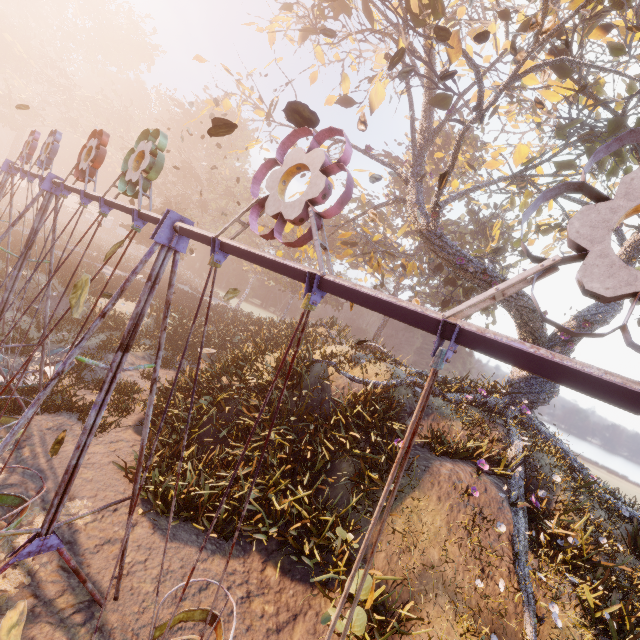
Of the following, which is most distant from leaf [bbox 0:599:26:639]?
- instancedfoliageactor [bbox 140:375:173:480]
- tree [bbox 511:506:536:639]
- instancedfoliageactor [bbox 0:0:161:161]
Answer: instancedfoliageactor [bbox 0:0:161:161]

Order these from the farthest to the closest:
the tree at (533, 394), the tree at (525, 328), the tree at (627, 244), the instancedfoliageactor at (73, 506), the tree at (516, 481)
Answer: the tree at (627, 244), the tree at (525, 328), the tree at (533, 394), the tree at (516, 481), the instancedfoliageactor at (73, 506)

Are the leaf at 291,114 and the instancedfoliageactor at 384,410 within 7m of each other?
no

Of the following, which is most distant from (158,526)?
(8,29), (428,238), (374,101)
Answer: (8,29)

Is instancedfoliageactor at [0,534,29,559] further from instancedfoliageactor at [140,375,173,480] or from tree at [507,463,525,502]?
tree at [507,463,525,502]

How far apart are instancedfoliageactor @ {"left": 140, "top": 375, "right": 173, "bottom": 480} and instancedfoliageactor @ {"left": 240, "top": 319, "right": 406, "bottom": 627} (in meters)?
5.06

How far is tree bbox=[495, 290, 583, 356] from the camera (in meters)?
13.66

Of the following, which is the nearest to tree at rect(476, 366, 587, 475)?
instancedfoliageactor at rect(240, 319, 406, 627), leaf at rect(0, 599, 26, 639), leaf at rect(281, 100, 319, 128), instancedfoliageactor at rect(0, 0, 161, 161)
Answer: instancedfoliageactor at rect(240, 319, 406, 627)
